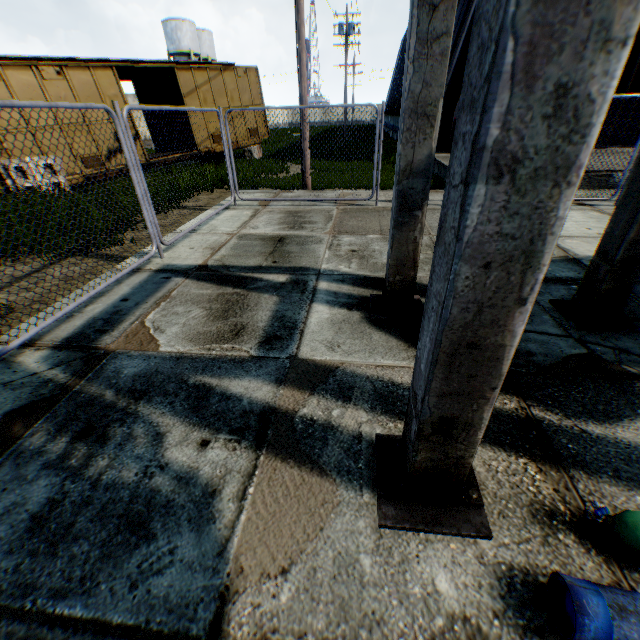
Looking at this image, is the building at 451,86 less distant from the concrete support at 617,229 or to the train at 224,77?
the train at 224,77

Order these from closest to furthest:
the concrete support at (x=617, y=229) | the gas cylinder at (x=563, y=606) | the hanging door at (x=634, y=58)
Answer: the gas cylinder at (x=563, y=606)
the concrete support at (x=617, y=229)
the hanging door at (x=634, y=58)

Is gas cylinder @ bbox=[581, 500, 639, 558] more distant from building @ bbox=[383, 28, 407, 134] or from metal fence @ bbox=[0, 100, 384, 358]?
building @ bbox=[383, 28, 407, 134]

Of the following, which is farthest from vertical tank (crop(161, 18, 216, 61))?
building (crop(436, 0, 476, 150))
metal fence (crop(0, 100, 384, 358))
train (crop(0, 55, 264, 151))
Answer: metal fence (crop(0, 100, 384, 358))

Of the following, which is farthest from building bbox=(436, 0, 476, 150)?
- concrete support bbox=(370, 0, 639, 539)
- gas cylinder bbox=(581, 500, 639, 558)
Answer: gas cylinder bbox=(581, 500, 639, 558)

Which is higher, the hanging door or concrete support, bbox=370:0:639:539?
the hanging door

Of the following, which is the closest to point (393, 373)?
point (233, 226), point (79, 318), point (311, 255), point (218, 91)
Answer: point (311, 255)

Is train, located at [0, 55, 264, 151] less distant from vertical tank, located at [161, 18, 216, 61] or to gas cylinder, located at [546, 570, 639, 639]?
gas cylinder, located at [546, 570, 639, 639]
